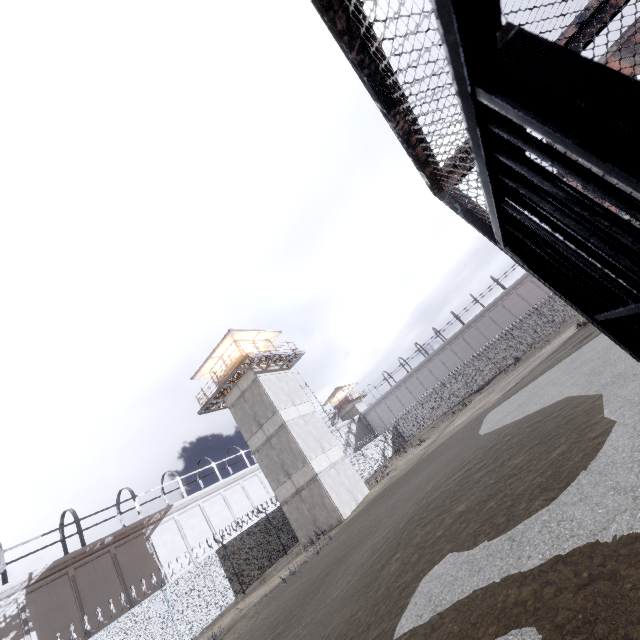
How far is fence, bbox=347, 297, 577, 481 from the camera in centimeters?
3678cm

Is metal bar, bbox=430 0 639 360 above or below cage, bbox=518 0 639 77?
below

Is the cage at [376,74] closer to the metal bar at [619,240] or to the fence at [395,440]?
the metal bar at [619,240]

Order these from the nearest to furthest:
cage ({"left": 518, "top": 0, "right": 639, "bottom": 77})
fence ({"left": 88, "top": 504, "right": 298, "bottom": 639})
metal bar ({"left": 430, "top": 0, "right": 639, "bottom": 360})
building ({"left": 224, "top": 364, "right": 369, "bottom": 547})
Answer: metal bar ({"left": 430, "top": 0, "right": 639, "bottom": 360}) → cage ({"left": 518, "top": 0, "right": 639, "bottom": 77}) → fence ({"left": 88, "top": 504, "right": 298, "bottom": 639}) → building ({"left": 224, "top": 364, "right": 369, "bottom": 547})

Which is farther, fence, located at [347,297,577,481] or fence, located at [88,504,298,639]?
fence, located at [347,297,577,481]

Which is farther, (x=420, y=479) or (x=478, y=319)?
(x=478, y=319)

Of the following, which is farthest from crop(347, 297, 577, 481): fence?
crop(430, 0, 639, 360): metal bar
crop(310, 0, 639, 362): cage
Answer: crop(430, 0, 639, 360): metal bar

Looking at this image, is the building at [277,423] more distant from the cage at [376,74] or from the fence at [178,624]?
the cage at [376,74]
